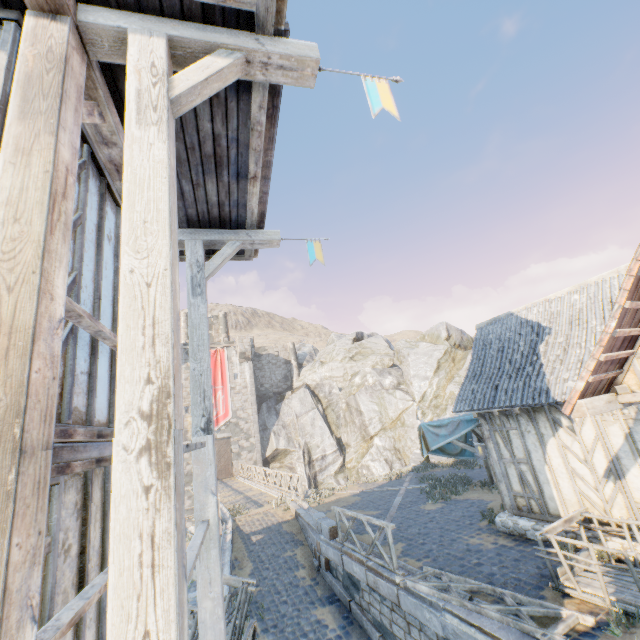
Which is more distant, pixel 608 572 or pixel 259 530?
pixel 259 530

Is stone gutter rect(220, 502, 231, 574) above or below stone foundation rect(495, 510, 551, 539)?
below

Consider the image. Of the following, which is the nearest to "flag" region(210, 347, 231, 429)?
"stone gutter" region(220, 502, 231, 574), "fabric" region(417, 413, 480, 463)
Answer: "stone gutter" region(220, 502, 231, 574)

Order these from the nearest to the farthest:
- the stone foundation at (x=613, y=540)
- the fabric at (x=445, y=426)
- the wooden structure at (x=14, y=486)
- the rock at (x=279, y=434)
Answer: the wooden structure at (x=14, y=486), the stone foundation at (x=613, y=540), the fabric at (x=445, y=426), the rock at (x=279, y=434)

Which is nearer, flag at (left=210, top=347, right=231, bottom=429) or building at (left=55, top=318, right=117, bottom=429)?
building at (left=55, top=318, right=117, bottom=429)

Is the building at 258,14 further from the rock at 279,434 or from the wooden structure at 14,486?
the rock at 279,434

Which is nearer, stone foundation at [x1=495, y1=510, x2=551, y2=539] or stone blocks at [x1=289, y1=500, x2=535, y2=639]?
stone blocks at [x1=289, y1=500, x2=535, y2=639]

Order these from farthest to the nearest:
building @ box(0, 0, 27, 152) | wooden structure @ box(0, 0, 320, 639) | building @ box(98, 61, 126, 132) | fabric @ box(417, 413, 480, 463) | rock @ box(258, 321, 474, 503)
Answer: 1. rock @ box(258, 321, 474, 503)
2. fabric @ box(417, 413, 480, 463)
3. building @ box(98, 61, 126, 132)
4. building @ box(0, 0, 27, 152)
5. wooden structure @ box(0, 0, 320, 639)
